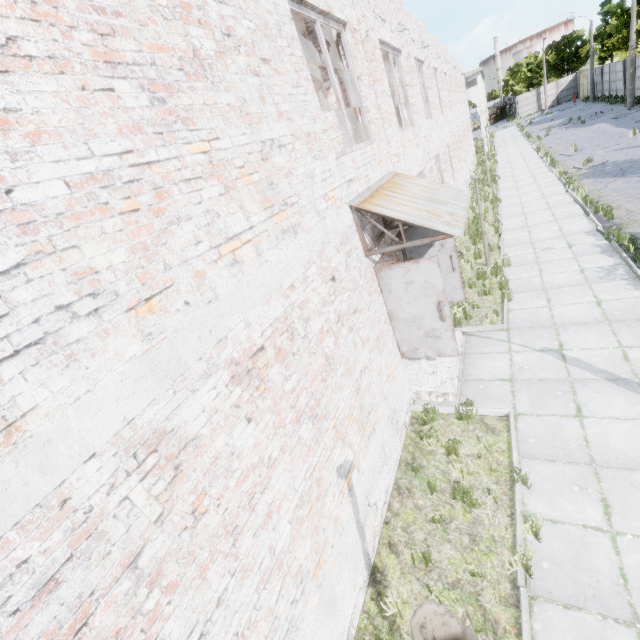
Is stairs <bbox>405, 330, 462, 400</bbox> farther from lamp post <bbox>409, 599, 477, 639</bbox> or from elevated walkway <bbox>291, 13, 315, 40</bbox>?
elevated walkway <bbox>291, 13, 315, 40</bbox>

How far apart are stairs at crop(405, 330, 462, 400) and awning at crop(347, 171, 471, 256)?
2.8m

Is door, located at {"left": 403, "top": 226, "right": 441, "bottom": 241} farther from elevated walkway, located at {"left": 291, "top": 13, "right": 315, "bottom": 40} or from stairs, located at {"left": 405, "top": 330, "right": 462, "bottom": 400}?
elevated walkway, located at {"left": 291, "top": 13, "right": 315, "bottom": 40}

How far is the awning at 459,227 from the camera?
5.2m

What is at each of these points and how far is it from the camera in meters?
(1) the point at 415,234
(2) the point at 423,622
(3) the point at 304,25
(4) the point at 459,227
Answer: (1) door, 7.8 m
(2) lamp post, 1.7 m
(3) elevated walkway, 6.5 m
(4) awning, 5.3 m

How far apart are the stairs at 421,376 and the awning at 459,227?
2.8 meters

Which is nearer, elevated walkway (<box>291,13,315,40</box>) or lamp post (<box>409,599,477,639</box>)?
lamp post (<box>409,599,477,639</box>)

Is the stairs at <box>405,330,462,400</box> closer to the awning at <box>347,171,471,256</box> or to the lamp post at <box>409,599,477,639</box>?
the awning at <box>347,171,471,256</box>
